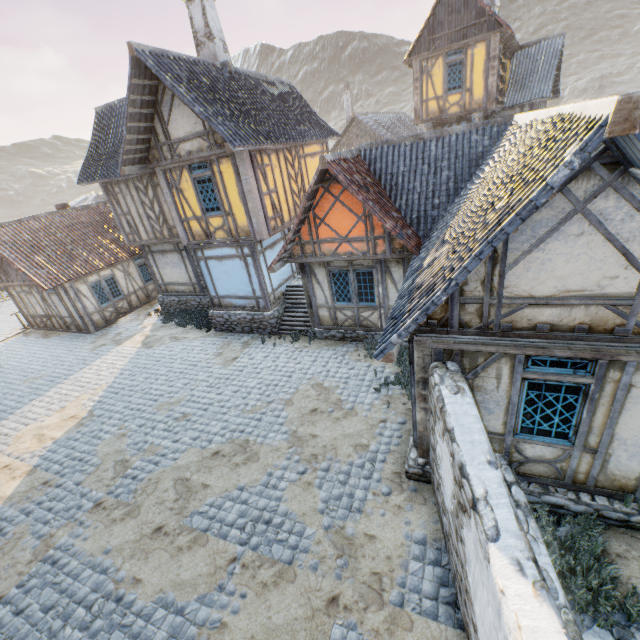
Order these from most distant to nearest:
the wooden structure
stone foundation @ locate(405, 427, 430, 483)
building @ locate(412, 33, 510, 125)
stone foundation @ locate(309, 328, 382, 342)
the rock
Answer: building @ locate(412, 33, 510, 125) < the wooden structure < stone foundation @ locate(309, 328, 382, 342) < stone foundation @ locate(405, 427, 430, 483) < the rock

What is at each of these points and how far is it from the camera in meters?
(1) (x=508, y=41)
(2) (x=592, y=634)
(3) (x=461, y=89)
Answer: (1) wooden structure, 15.9
(2) rock, 4.4
(3) building, 16.6

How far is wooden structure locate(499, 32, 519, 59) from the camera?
15.10m

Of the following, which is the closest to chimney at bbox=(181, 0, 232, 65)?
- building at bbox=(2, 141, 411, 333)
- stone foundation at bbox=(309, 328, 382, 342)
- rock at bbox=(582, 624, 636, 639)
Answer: building at bbox=(2, 141, 411, 333)

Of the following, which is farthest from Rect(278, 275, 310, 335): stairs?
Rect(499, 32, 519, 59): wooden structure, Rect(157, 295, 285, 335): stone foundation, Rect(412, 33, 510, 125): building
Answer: Rect(499, 32, 519, 59): wooden structure

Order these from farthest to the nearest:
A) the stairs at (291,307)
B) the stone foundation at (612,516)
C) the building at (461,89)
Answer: the building at (461,89) → the stairs at (291,307) → the stone foundation at (612,516)

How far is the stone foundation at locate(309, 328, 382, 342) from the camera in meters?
11.7 m

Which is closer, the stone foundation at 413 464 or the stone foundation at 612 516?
the stone foundation at 612 516
